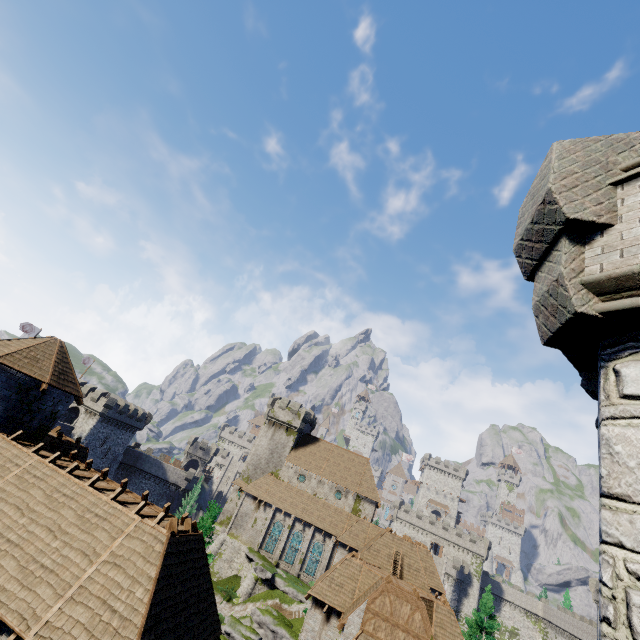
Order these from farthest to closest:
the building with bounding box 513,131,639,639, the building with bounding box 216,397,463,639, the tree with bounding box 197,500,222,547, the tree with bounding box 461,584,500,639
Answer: the tree with bounding box 461,584,500,639
the building with bounding box 216,397,463,639
the tree with bounding box 197,500,222,547
the building with bounding box 513,131,639,639

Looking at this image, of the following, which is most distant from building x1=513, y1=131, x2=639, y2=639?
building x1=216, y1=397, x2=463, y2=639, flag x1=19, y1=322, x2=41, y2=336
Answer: flag x1=19, y1=322, x2=41, y2=336

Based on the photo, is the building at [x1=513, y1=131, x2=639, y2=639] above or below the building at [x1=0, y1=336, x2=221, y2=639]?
above

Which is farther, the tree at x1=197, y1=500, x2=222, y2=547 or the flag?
the flag

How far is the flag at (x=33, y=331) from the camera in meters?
45.2 m

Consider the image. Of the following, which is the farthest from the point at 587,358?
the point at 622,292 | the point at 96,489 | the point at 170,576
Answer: the point at 96,489

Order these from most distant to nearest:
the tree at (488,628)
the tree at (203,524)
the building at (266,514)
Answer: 1. the tree at (488,628)
2. the building at (266,514)
3. the tree at (203,524)

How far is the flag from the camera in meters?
45.2 m
